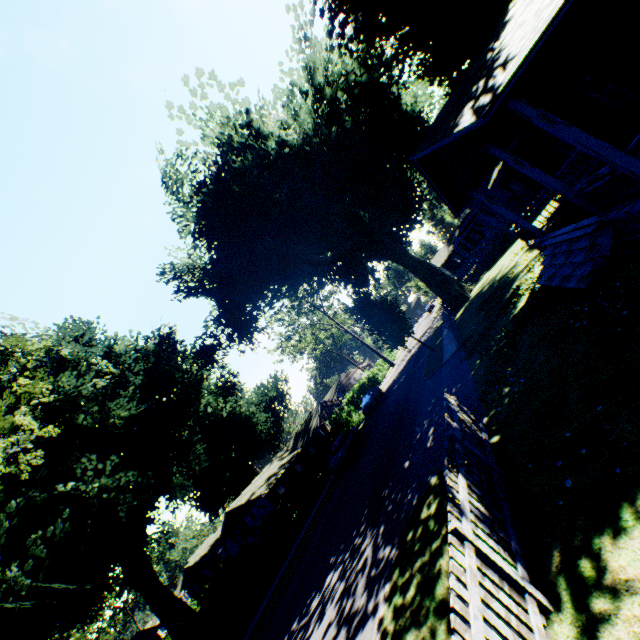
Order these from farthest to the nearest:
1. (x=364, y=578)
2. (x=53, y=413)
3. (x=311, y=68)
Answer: (x=53, y=413) < (x=311, y=68) < (x=364, y=578)

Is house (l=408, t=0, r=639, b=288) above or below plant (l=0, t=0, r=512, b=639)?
below

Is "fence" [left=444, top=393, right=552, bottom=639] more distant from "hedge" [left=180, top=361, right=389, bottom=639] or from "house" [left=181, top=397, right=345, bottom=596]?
"house" [left=181, top=397, right=345, bottom=596]

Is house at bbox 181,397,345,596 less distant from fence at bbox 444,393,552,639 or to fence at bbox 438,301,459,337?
fence at bbox 438,301,459,337

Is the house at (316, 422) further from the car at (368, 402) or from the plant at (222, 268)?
the car at (368, 402)

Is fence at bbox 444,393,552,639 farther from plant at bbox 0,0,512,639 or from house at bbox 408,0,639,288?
house at bbox 408,0,639,288

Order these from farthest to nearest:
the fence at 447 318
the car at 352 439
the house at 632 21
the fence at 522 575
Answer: the car at 352 439, the fence at 447 318, the house at 632 21, the fence at 522 575

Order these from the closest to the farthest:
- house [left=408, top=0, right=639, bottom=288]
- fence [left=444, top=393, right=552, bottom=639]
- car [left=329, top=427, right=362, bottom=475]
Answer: fence [left=444, top=393, right=552, bottom=639] < house [left=408, top=0, right=639, bottom=288] < car [left=329, top=427, right=362, bottom=475]
